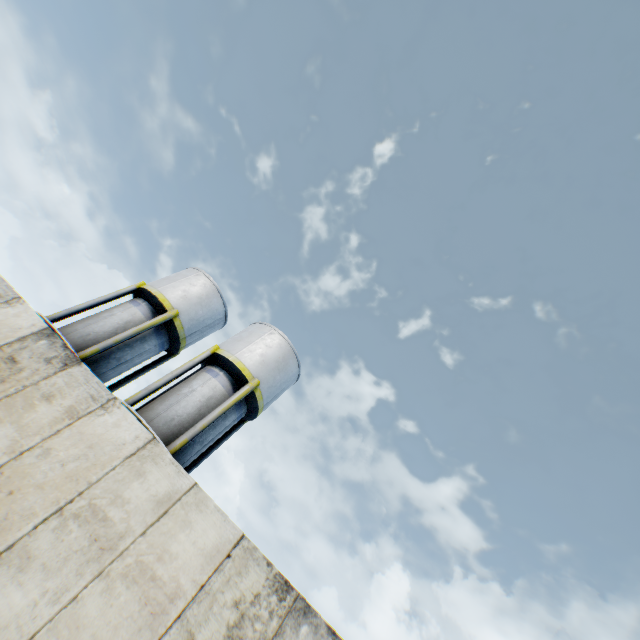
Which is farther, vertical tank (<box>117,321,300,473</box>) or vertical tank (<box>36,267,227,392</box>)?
vertical tank (<box>36,267,227,392</box>)

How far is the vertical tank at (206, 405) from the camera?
12.51m

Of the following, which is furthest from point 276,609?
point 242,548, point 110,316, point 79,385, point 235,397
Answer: point 110,316

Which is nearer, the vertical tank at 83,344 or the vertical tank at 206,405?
the vertical tank at 206,405

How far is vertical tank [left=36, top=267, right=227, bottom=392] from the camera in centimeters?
1417cm

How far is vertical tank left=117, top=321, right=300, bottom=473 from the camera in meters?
12.5 m
